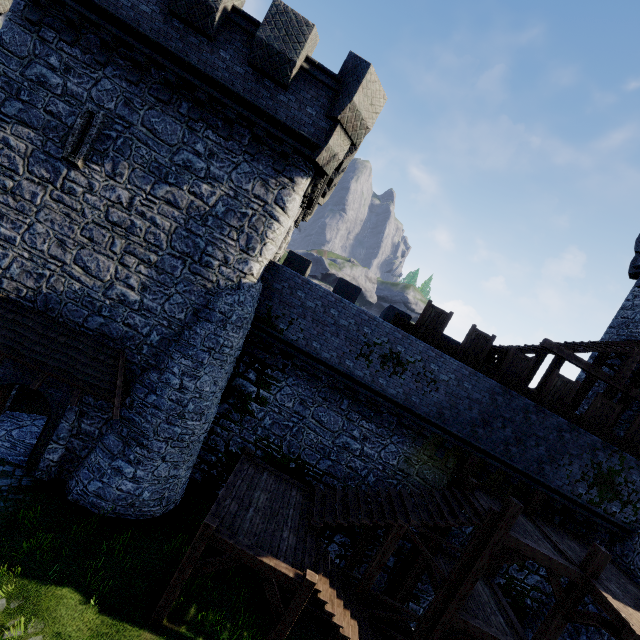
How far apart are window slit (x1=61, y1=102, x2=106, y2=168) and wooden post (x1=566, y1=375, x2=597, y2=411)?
22.05m

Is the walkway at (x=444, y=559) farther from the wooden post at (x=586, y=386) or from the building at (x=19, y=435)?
the building at (x=19, y=435)

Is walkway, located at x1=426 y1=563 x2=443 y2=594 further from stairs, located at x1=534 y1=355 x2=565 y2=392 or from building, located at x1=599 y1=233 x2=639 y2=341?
stairs, located at x1=534 y1=355 x2=565 y2=392

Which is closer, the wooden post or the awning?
the awning

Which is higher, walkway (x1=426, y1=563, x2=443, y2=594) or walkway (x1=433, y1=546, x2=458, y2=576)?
walkway (x1=426, y1=563, x2=443, y2=594)

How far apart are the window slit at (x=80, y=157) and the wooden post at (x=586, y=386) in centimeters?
2205cm

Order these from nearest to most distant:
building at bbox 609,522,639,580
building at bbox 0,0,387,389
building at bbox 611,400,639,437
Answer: building at bbox 0,0,387,389 → building at bbox 609,522,639,580 → building at bbox 611,400,639,437

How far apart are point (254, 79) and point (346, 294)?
9.9 meters
